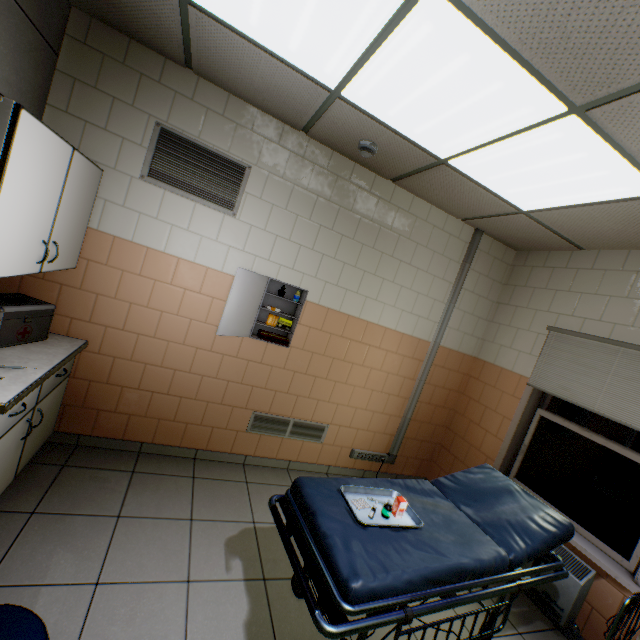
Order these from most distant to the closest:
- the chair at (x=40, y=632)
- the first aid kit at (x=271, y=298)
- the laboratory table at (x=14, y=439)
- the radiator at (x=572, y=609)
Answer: the first aid kit at (x=271, y=298) < the radiator at (x=572, y=609) < the laboratory table at (x=14, y=439) < the chair at (x=40, y=632)

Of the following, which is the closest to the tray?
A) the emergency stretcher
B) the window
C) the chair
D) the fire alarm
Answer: the emergency stretcher

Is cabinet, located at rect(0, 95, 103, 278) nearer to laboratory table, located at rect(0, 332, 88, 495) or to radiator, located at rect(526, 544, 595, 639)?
laboratory table, located at rect(0, 332, 88, 495)

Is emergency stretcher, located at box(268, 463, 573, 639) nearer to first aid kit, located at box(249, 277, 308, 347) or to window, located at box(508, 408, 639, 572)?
window, located at box(508, 408, 639, 572)

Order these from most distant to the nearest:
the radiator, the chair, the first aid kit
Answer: the first aid kit
the radiator
the chair

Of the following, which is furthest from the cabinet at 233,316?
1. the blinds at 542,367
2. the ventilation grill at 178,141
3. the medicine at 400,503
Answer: the blinds at 542,367

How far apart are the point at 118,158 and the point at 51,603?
2.9m

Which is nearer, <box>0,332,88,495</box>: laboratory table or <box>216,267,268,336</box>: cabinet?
<box>0,332,88,495</box>: laboratory table
